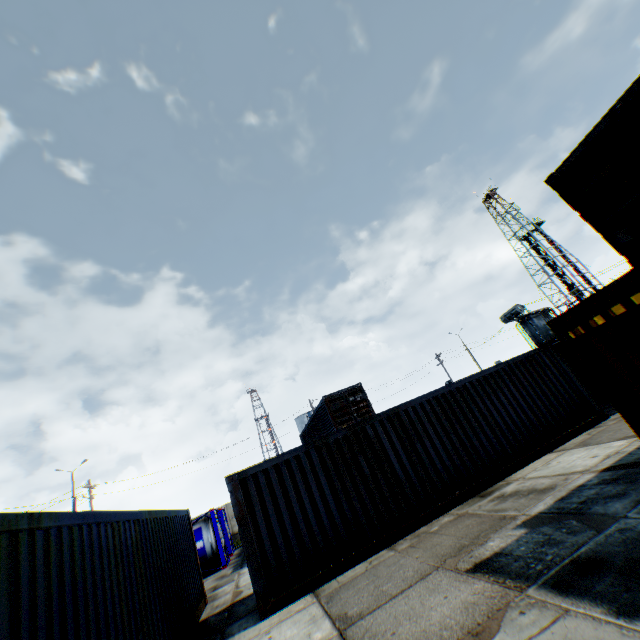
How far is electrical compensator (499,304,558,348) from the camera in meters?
24.1

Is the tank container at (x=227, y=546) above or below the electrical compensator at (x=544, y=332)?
below

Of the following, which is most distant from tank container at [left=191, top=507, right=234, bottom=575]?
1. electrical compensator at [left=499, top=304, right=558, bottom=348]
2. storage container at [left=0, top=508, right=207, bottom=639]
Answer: electrical compensator at [left=499, top=304, right=558, bottom=348]

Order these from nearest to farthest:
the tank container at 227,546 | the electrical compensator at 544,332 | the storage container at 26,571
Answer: the storage container at 26,571, the tank container at 227,546, the electrical compensator at 544,332

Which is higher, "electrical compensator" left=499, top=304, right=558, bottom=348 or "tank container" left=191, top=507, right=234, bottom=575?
"electrical compensator" left=499, top=304, right=558, bottom=348

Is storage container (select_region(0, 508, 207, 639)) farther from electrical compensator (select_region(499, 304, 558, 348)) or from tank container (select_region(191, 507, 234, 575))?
electrical compensator (select_region(499, 304, 558, 348))

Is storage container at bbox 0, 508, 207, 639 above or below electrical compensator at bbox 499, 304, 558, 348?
below

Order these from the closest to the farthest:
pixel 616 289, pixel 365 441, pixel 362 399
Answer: pixel 616 289
pixel 365 441
pixel 362 399
